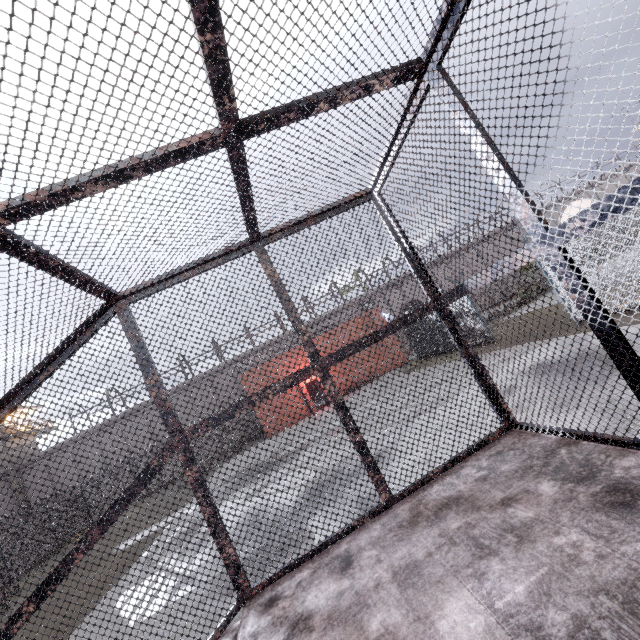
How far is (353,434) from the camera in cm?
317

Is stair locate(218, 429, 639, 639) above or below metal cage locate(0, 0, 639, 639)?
below

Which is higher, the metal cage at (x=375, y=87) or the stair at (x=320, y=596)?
the metal cage at (x=375, y=87)
